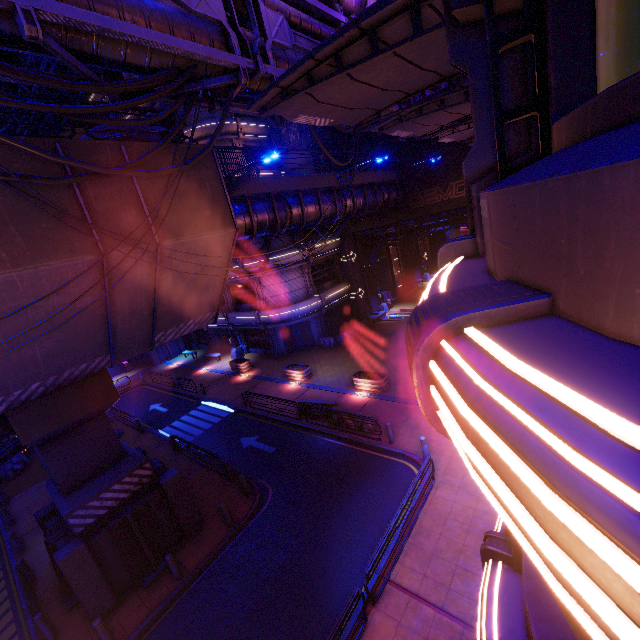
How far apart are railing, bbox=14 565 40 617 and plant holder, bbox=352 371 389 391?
16.10m

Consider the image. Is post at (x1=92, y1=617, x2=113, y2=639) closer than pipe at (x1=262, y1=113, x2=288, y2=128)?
Yes

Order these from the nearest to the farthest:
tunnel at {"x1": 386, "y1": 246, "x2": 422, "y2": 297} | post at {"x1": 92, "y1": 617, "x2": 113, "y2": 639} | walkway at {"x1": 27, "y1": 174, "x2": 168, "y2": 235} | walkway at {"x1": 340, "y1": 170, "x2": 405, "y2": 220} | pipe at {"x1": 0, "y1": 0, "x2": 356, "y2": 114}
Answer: pipe at {"x1": 0, "y1": 0, "x2": 356, "y2": 114} < walkway at {"x1": 27, "y1": 174, "x2": 168, "y2": 235} < post at {"x1": 92, "y1": 617, "x2": 113, "y2": 639} < walkway at {"x1": 340, "y1": 170, "x2": 405, "y2": 220} < tunnel at {"x1": 386, "y1": 246, "x2": 422, "y2": 297}

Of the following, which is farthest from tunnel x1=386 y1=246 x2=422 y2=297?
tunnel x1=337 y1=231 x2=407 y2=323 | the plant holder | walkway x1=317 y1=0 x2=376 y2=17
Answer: the plant holder

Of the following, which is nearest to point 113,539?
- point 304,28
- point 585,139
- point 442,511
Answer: point 442,511

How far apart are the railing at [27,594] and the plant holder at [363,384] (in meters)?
16.10

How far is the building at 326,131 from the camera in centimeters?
2597cm

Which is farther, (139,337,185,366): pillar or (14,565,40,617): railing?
(139,337,185,366): pillar
